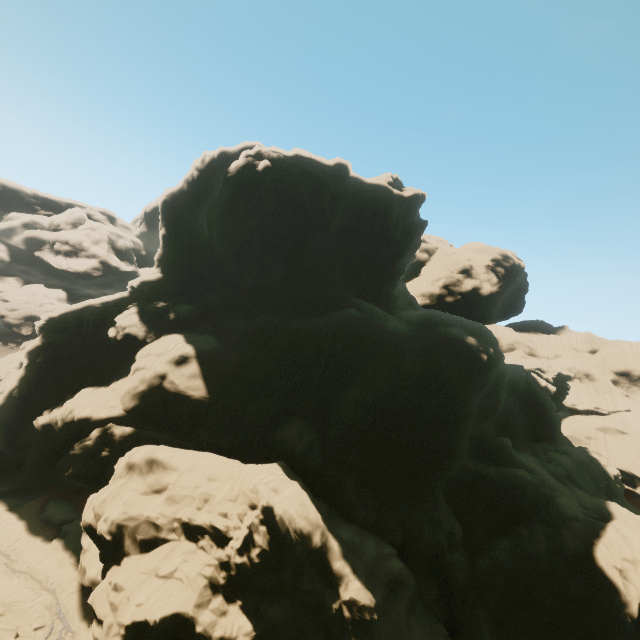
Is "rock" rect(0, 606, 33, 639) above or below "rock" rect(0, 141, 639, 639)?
below

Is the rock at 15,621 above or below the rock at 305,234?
below

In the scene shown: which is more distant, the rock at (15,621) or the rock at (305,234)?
the rock at (305,234)

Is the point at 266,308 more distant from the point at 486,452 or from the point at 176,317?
the point at 486,452

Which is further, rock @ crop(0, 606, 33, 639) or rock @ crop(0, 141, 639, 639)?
rock @ crop(0, 141, 639, 639)
